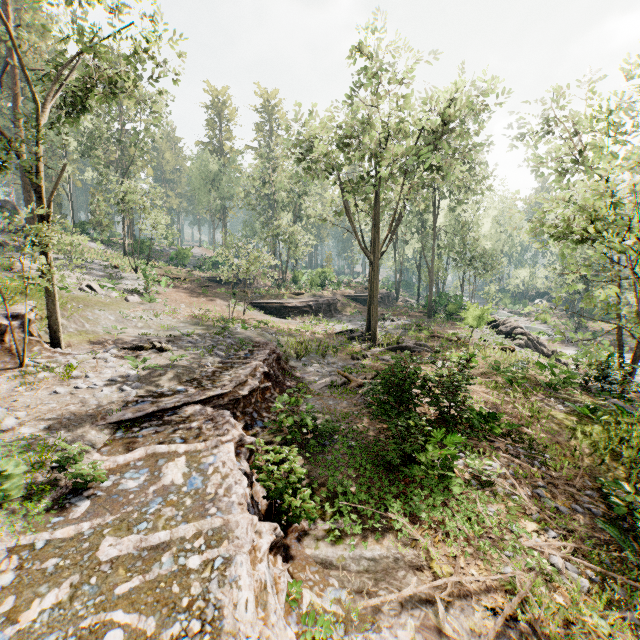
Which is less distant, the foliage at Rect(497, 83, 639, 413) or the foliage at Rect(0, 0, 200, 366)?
the foliage at Rect(497, 83, 639, 413)

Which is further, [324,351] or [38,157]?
[324,351]

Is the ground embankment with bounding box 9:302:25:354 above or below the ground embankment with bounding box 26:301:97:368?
above

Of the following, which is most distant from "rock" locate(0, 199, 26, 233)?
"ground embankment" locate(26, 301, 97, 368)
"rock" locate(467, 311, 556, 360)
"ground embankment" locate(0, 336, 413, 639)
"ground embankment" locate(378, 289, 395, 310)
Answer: "rock" locate(467, 311, 556, 360)

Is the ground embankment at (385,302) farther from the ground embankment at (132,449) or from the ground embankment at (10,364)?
the ground embankment at (10,364)

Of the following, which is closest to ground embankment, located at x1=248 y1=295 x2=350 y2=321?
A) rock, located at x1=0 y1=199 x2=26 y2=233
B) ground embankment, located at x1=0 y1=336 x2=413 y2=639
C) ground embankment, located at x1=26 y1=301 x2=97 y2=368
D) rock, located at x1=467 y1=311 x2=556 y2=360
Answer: rock, located at x1=467 y1=311 x2=556 y2=360

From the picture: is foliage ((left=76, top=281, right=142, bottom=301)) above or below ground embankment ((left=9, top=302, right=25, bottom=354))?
above

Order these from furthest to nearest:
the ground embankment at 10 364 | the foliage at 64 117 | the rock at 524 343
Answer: the rock at 524 343 < the foliage at 64 117 < the ground embankment at 10 364
